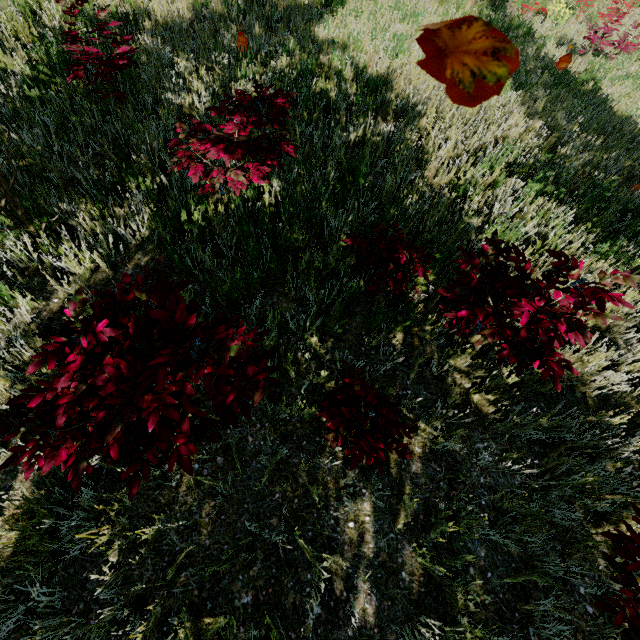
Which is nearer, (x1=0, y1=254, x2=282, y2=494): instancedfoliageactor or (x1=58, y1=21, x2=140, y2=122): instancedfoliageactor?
(x1=0, y1=254, x2=282, y2=494): instancedfoliageactor

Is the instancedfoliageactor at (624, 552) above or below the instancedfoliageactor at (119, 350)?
below

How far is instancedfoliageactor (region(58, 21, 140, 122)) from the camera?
3.67m

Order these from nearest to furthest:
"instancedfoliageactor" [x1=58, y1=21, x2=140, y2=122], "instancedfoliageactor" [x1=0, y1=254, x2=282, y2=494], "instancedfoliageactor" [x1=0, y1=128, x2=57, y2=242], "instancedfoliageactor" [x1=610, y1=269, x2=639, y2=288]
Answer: "instancedfoliageactor" [x1=0, y1=254, x2=282, y2=494], "instancedfoliageactor" [x1=610, y1=269, x2=639, y2=288], "instancedfoliageactor" [x1=0, y1=128, x2=57, y2=242], "instancedfoliageactor" [x1=58, y1=21, x2=140, y2=122]

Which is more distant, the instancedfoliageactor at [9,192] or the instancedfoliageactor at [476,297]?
the instancedfoliageactor at [9,192]

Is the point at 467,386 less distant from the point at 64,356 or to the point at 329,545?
the point at 329,545

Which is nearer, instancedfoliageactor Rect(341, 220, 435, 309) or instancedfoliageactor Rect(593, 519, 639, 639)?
instancedfoliageactor Rect(593, 519, 639, 639)
